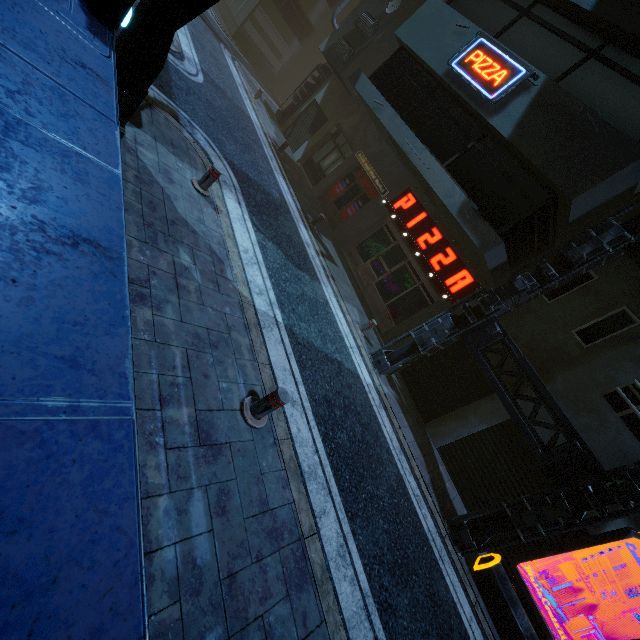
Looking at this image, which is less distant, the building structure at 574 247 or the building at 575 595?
the building structure at 574 247

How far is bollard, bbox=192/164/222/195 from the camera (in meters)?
6.55

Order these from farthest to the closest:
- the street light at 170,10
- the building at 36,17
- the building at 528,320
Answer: the building at 528,320, the street light at 170,10, the building at 36,17

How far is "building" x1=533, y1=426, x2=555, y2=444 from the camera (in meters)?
8.56

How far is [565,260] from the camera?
8.2m

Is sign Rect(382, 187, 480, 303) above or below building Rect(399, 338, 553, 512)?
above

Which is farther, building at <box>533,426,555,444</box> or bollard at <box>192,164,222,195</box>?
building at <box>533,426,555,444</box>

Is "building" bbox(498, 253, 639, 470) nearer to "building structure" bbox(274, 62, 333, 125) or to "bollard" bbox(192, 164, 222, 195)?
"building structure" bbox(274, 62, 333, 125)
